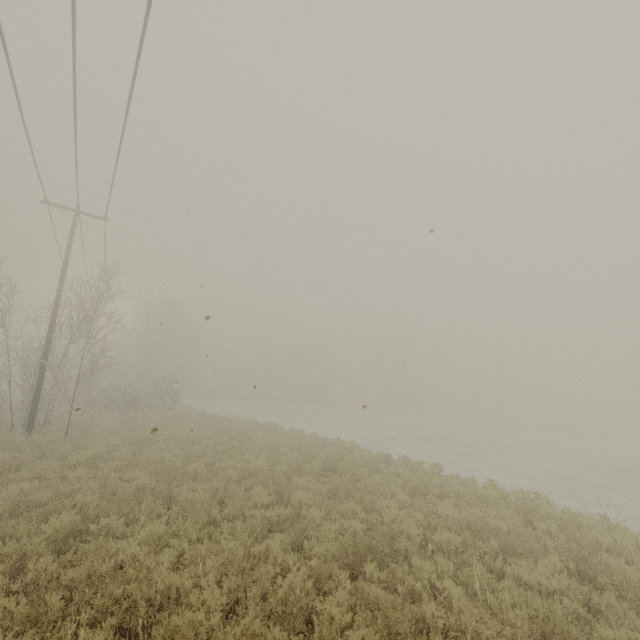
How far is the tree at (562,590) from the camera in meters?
5.0 m

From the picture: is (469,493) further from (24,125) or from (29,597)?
(24,125)

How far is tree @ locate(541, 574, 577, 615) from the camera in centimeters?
498cm
